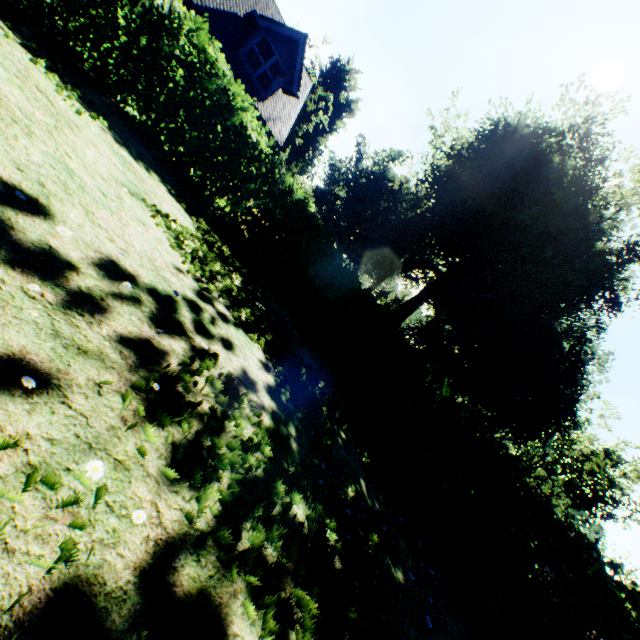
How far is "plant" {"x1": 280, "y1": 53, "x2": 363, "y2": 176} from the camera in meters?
41.8 m

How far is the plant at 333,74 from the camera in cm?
4184

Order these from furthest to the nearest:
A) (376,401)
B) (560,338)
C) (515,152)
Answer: (560,338) < (515,152) < (376,401)

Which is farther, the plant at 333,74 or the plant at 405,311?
the plant at 333,74

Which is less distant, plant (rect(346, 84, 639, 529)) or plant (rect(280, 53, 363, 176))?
plant (rect(346, 84, 639, 529))
